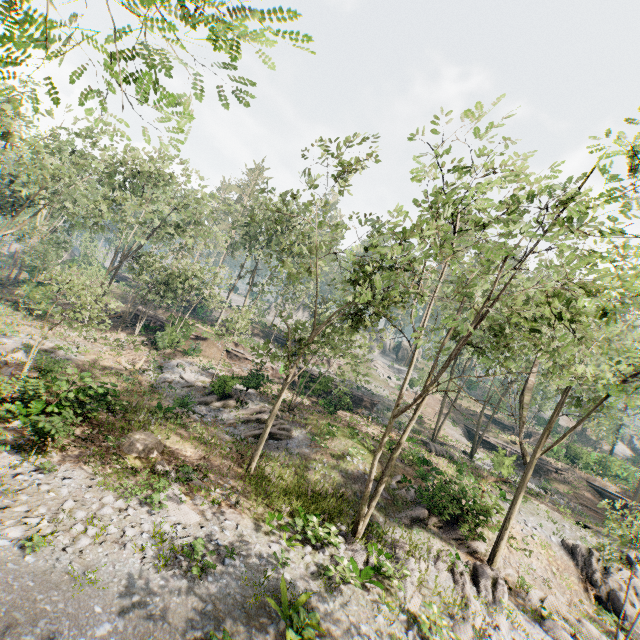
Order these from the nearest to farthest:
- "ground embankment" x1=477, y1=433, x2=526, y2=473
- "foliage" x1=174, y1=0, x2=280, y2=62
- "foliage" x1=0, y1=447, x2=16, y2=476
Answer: "foliage" x1=174, y1=0, x2=280, y2=62, "foliage" x1=0, y1=447, x2=16, y2=476, "ground embankment" x1=477, y1=433, x2=526, y2=473

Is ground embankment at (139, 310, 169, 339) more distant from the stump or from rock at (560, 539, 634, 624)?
rock at (560, 539, 634, 624)

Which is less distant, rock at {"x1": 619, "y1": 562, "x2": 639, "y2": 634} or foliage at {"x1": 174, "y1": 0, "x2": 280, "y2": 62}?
foliage at {"x1": 174, "y1": 0, "x2": 280, "y2": 62}

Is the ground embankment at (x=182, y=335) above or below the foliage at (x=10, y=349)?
above

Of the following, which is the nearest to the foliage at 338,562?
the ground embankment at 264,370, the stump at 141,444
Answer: the ground embankment at 264,370

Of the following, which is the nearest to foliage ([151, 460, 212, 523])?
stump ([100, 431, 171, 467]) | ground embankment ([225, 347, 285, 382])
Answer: ground embankment ([225, 347, 285, 382])

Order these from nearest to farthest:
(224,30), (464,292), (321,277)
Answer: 1. (224,30)
2. (464,292)
3. (321,277)

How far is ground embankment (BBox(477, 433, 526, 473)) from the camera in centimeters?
2505cm
